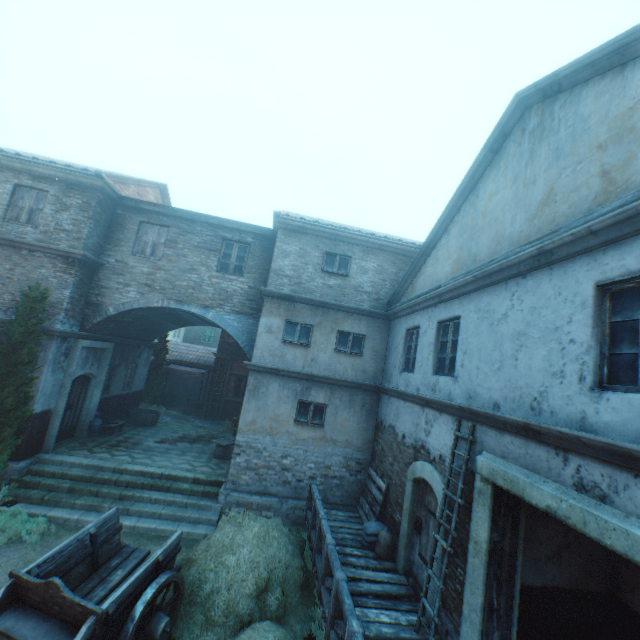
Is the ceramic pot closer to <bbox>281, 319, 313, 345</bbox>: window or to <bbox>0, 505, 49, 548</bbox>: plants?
<bbox>0, 505, 49, 548</bbox>: plants

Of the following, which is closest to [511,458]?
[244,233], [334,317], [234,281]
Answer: A: [334,317]

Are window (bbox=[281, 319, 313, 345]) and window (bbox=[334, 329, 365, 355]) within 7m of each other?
yes

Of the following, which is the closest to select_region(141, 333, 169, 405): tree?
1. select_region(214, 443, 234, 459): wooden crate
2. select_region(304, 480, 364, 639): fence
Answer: select_region(214, 443, 234, 459): wooden crate

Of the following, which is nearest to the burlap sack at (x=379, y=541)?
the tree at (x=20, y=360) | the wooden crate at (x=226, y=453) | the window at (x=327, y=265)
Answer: the wooden crate at (x=226, y=453)

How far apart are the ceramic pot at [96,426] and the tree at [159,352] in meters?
5.3 m

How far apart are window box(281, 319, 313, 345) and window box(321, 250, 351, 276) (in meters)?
1.92

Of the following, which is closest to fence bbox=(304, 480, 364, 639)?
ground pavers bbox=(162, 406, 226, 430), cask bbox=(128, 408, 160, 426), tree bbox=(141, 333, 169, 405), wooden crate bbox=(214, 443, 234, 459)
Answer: wooden crate bbox=(214, 443, 234, 459)
